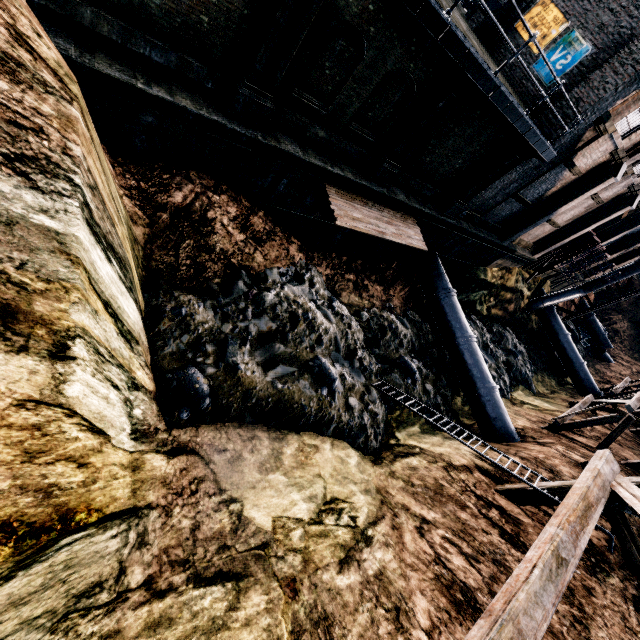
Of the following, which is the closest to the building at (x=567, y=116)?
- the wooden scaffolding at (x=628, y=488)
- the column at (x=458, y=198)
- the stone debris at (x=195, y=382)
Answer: the column at (x=458, y=198)

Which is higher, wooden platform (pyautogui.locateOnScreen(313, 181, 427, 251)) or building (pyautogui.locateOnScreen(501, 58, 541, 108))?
building (pyautogui.locateOnScreen(501, 58, 541, 108))

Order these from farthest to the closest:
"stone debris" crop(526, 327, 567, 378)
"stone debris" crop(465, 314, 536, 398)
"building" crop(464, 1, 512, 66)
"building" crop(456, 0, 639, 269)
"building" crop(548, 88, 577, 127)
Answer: "stone debris" crop(526, 327, 567, 378)
"stone debris" crop(465, 314, 536, 398)
"building" crop(464, 1, 512, 66)
"building" crop(548, 88, 577, 127)
"building" crop(456, 0, 639, 269)

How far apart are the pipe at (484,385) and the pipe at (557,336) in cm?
1843

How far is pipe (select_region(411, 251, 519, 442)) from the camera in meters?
16.5

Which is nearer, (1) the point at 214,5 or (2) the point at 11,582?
(2) the point at 11,582

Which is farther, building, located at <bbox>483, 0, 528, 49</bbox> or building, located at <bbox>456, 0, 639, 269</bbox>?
building, located at <bbox>483, 0, 528, 49</bbox>

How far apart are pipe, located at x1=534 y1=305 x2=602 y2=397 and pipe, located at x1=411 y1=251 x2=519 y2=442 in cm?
1843
